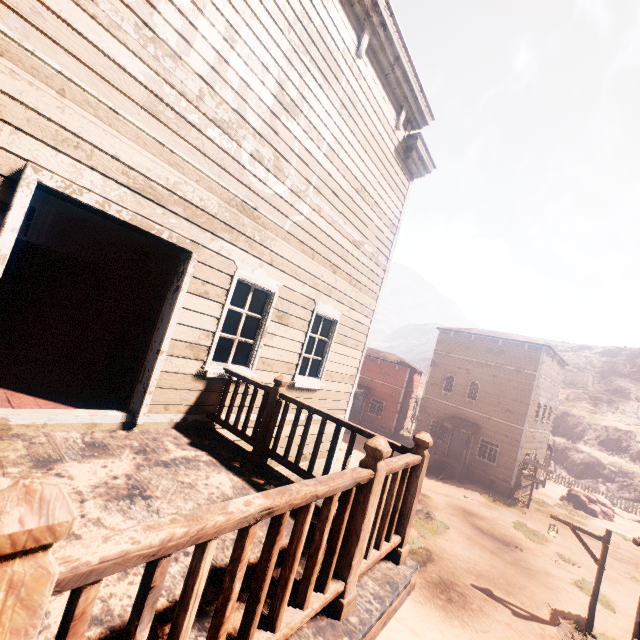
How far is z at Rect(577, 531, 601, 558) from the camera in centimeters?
1754cm

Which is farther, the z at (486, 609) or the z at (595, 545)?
the z at (595, 545)

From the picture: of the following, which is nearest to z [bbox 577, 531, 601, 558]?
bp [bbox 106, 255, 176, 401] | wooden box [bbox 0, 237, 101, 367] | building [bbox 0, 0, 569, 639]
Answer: building [bbox 0, 0, 569, 639]

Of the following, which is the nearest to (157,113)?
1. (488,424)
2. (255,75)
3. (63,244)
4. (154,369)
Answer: (255,75)

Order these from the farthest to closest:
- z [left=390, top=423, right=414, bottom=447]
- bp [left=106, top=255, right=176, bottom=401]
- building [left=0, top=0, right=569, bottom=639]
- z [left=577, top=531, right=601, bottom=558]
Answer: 1. z [left=390, top=423, right=414, bottom=447]
2. z [left=577, top=531, right=601, bottom=558]
3. bp [left=106, top=255, right=176, bottom=401]
4. building [left=0, top=0, right=569, bottom=639]

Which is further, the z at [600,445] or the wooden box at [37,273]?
the z at [600,445]
